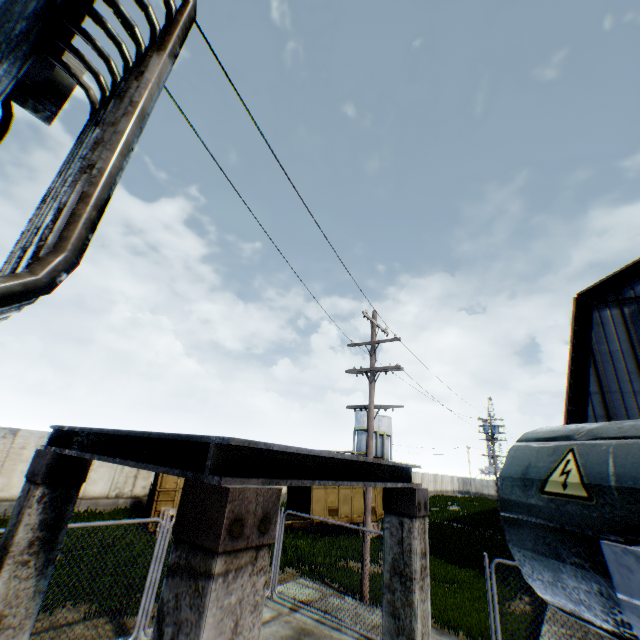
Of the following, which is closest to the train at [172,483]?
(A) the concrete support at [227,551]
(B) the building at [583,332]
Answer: (B) the building at [583,332]

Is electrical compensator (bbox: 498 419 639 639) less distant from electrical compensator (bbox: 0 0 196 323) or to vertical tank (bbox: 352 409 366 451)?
electrical compensator (bbox: 0 0 196 323)

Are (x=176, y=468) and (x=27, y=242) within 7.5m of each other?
yes

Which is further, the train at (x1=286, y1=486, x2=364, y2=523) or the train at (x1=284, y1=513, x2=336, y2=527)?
the train at (x1=286, y1=486, x2=364, y2=523)

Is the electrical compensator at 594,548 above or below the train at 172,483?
above

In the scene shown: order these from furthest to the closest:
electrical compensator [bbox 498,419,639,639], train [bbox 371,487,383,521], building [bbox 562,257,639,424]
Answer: train [bbox 371,487,383,521] → building [bbox 562,257,639,424] → electrical compensator [bbox 498,419,639,639]

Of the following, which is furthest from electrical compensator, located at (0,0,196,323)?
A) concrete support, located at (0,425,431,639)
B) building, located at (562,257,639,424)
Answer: building, located at (562,257,639,424)

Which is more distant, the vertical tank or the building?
the vertical tank
